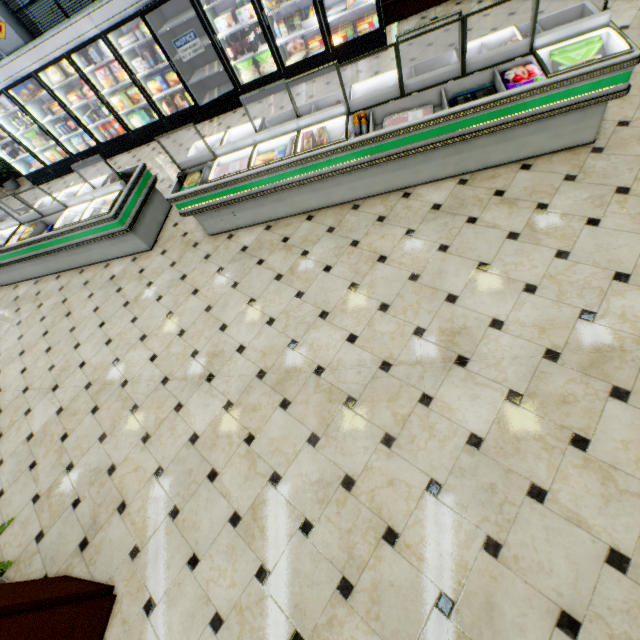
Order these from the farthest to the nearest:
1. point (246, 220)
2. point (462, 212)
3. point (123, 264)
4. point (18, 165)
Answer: point (18, 165) < point (123, 264) < point (246, 220) < point (462, 212)

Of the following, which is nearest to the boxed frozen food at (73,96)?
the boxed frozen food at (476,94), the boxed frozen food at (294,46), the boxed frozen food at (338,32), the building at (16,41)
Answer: the building at (16,41)

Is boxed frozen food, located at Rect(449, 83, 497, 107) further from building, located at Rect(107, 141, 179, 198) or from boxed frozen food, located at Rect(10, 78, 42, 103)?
boxed frozen food, located at Rect(10, 78, 42, 103)

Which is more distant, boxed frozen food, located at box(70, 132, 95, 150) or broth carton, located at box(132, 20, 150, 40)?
boxed frozen food, located at box(70, 132, 95, 150)

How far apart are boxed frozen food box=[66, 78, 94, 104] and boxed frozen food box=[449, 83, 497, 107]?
8.4 meters

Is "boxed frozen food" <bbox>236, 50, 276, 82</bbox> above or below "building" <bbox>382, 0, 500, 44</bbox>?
above

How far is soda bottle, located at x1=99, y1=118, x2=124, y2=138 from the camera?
7.8m

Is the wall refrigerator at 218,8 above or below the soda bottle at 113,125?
above
